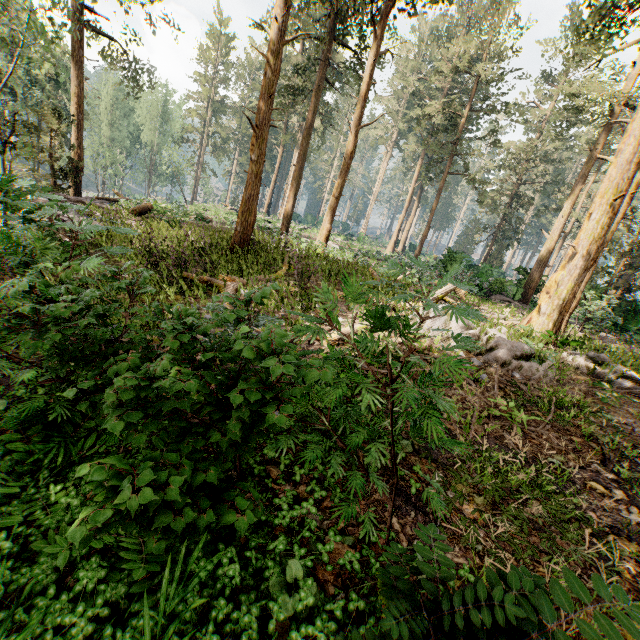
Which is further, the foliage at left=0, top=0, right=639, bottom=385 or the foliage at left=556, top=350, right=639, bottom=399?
the foliage at left=0, top=0, right=639, bottom=385

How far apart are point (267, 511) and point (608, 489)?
4.59m

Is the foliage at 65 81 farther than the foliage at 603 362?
Yes
